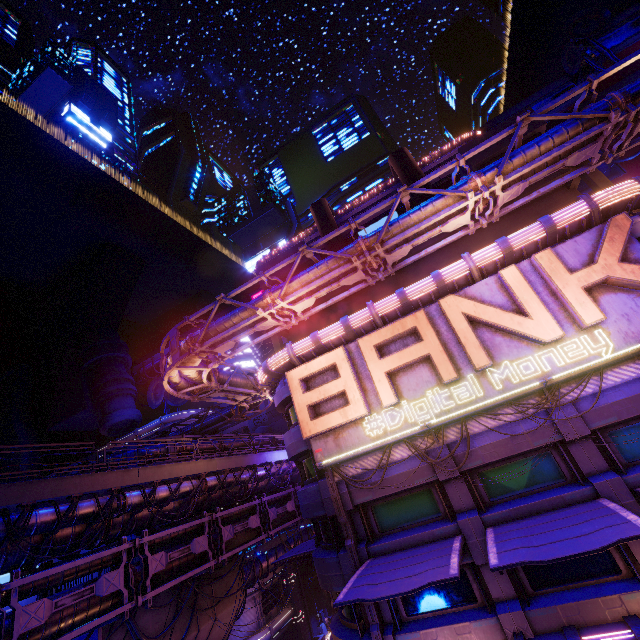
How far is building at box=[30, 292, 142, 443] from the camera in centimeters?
5084cm

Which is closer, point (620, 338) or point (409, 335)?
point (620, 338)

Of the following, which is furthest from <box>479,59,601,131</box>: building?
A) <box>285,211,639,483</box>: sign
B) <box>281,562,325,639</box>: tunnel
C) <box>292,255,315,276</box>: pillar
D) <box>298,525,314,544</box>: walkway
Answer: <box>298,525,314,544</box>: walkway

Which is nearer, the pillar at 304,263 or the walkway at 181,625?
the walkway at 181,625

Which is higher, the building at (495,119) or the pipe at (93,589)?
the building at (495,119)

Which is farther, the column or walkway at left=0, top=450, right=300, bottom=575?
the column

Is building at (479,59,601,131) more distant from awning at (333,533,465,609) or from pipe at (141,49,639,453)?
awning at (333,533,465,609)

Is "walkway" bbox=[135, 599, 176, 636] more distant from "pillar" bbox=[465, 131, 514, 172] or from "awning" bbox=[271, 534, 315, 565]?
"pillar" bbox=[465, 131, 514, 172]
